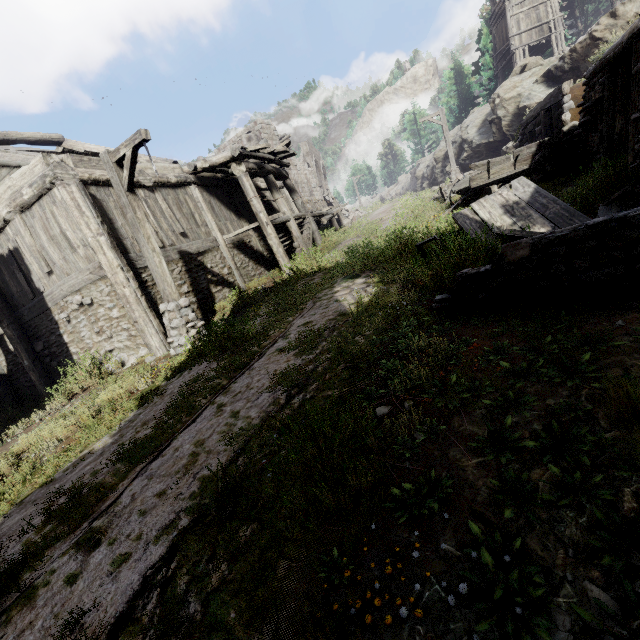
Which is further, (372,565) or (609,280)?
(609,280)

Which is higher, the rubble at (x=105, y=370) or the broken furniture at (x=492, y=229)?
the broken furniture at (x=492, y=229)

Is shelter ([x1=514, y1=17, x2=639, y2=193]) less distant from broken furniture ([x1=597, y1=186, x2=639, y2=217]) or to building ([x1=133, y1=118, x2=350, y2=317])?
broken furniture ([x1=597, y1=186, x2=639, y2=217])

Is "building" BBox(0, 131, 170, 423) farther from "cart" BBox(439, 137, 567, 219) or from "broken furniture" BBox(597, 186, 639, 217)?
"cart" BBox(439, 137, 567, 219)

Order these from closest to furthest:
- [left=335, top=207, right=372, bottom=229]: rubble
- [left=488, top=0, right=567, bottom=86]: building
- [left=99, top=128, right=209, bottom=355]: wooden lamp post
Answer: → [left=99, top=128, right=209, bottom=355]: wooden lamp post < [left=335, top=207, right=372, bottom=229]: rubble < [left=488, top=0, right=567, bottom=86]: building

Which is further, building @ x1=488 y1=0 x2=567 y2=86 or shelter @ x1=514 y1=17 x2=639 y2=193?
building @ x1=488 y1=0 x2=567 y2=86

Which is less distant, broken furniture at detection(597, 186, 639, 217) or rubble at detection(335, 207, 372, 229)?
broken furniture at detection(597, 186, 639, 217)

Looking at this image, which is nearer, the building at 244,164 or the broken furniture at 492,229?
the broken furniture at 492,229
